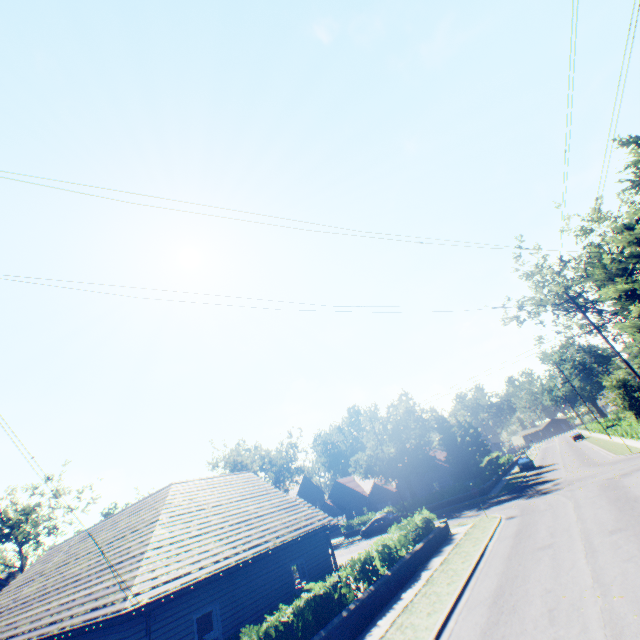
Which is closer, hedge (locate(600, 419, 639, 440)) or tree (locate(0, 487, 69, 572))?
hedge (locate(600, 419, 639, 440))

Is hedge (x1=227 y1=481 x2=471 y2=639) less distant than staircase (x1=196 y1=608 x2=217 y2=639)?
Yes

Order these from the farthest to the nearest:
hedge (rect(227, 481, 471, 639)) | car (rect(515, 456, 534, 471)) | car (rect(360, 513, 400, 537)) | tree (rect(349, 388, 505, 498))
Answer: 1. car (rect(515, 456, 534, 471))
2. tree (rect(349, 388, 505, 498))
3. car (rect(360, 513, 400, 537))
4. hedge (rect(227, 481, 471, 639))

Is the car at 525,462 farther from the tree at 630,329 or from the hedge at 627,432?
the hedge at 627,432

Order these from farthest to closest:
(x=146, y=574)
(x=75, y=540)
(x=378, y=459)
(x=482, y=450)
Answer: (x=482, y=450) < (x=378, y=459) < (x=75, y=540) < (x=146, y=574)

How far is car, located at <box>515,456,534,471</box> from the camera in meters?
43.5 m

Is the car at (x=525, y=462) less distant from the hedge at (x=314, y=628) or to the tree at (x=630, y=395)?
the tree at (x=630, y=395)

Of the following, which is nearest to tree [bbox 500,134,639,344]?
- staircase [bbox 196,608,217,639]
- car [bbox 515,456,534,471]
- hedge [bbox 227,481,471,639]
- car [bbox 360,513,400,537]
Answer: car [bbox 515,456,534,471]
